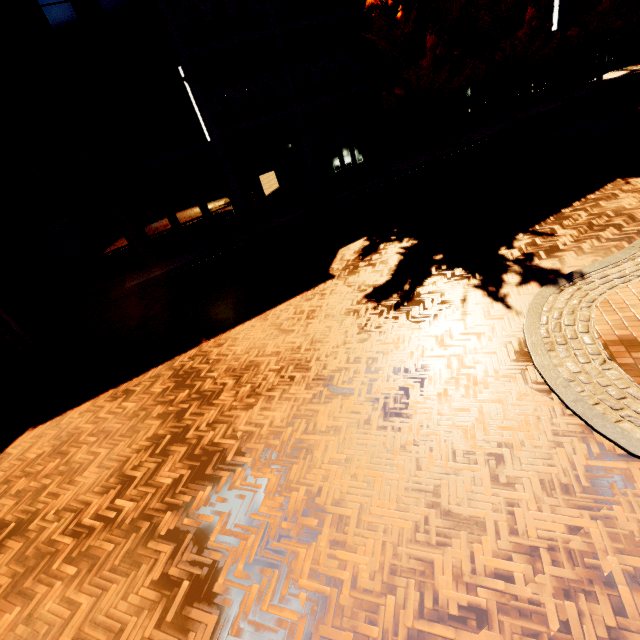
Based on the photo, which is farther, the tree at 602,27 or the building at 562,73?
the building at 562,73

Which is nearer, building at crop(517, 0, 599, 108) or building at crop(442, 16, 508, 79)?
building at crop(442, 16, 508, 79)

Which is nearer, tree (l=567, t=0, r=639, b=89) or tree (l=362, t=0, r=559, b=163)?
tree (l=362, t=0, r=559, b=163)

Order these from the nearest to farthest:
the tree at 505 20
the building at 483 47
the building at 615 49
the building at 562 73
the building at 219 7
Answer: the building at 219 7 → the tree at 505 20 → the building at 483 47 → the building at 562 73 → the building at 615 49

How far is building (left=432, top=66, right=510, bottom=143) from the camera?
20.6 meters

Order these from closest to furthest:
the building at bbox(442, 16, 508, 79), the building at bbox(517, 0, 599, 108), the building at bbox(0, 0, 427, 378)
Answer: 1. the building at bbox(0, 0, 427, 378)
2. the building at bbox(442, 16, 508, 79)
3. the building at bbox(517, 0, 599, 108)

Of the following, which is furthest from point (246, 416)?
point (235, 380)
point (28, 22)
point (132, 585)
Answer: point (28, 22)
